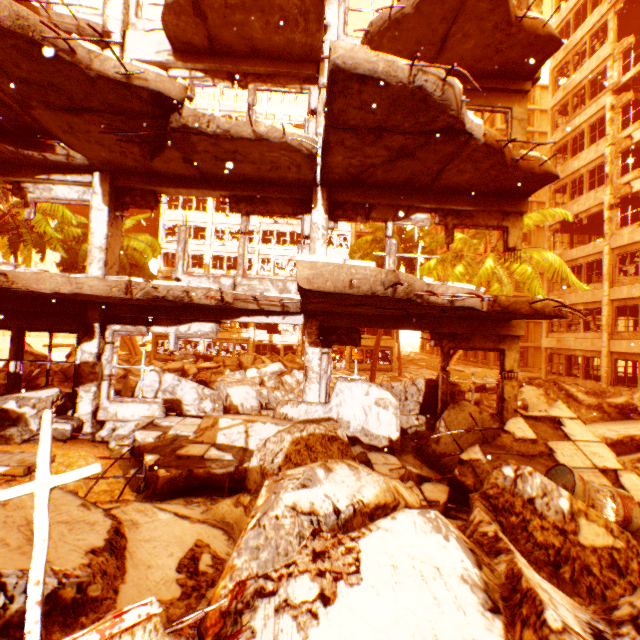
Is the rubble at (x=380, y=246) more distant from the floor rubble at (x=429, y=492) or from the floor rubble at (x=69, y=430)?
the floor rubble at (x=69, y=430)

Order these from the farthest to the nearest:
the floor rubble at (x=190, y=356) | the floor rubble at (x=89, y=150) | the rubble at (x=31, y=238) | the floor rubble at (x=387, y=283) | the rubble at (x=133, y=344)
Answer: the floor rubble at (x=190, y=356)
the rubble at (x=133, y=344)
the rubble at (x=31, y=238)
the floor rubble at (x=89, y=150)
the floor rubble at (x=387, y=283)

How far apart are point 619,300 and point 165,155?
23.4 meters

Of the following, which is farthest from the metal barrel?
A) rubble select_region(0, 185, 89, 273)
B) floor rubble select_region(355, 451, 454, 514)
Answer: rubble select_region(0, 185, 89, 273)

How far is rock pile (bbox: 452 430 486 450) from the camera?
6.5 meters

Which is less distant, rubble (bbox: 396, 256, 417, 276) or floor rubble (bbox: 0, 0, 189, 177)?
floor rubble (bbox: 0, 0, 189, 177)

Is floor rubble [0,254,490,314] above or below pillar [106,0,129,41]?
below
